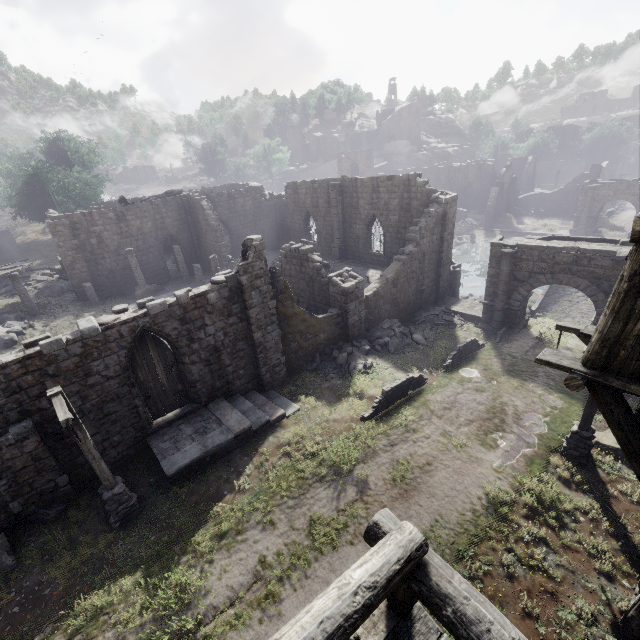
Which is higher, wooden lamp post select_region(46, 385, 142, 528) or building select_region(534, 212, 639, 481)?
building select_region(534, 212, 639, 481)

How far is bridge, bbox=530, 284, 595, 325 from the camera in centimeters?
2435cm

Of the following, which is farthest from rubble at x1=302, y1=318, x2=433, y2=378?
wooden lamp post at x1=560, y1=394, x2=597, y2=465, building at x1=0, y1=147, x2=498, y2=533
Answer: wooden lamp post at x1=560, y1=394, x2=597, y2=465

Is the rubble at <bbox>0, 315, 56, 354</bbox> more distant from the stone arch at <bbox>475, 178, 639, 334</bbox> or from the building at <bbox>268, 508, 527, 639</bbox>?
the stone arch at <bbox>475, 178, 639, 334</bbox>

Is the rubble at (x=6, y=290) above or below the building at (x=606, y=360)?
below

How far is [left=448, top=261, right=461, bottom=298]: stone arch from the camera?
24.7m

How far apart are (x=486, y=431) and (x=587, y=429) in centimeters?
295cm

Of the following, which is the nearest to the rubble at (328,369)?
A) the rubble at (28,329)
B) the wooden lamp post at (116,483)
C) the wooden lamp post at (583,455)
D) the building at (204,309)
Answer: the building at (204,309)
